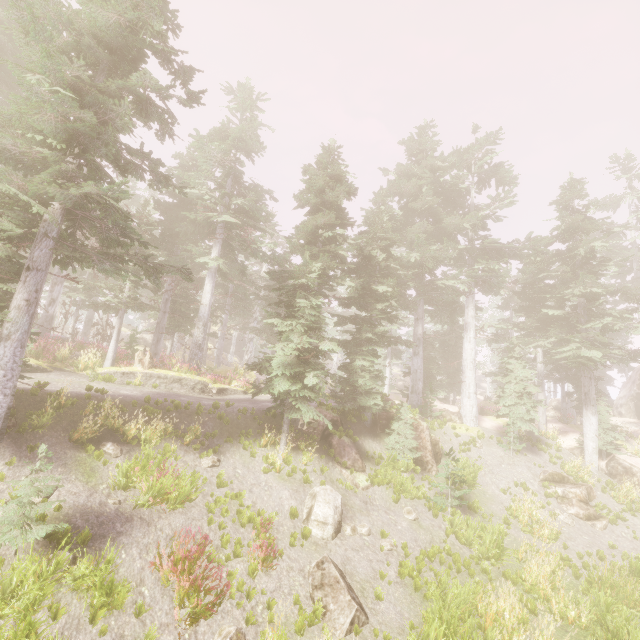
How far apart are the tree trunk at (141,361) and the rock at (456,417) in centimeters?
1827cm

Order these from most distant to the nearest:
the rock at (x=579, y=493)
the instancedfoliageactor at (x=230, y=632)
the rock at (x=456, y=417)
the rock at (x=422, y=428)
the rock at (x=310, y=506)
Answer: the rock at (x=456, y=417), the rock at (x=422, y=428), the rock at (x=579, y=493), the rock at (x=310, y=506), the instancedfoliageactor at (x=230, y=632)

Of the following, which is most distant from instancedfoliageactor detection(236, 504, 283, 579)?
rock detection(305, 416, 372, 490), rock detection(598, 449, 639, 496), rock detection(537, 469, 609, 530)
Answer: rock detection(537, 469, 609, 530)

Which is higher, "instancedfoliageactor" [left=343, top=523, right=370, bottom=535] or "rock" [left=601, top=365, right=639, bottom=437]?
"rock" [left=601, top=365, right=639, bottom=437]

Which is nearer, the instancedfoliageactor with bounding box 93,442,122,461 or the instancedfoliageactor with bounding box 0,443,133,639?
the instancedfoliageactor with bounding box 0,443,133,639

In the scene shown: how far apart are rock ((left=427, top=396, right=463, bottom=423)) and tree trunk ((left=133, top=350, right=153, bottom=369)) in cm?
1827

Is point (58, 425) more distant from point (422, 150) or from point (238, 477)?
point (422, 150)

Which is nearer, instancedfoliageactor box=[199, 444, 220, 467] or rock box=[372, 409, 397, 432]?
instancedfoliageactor box=[199, 444, 220, 467]
